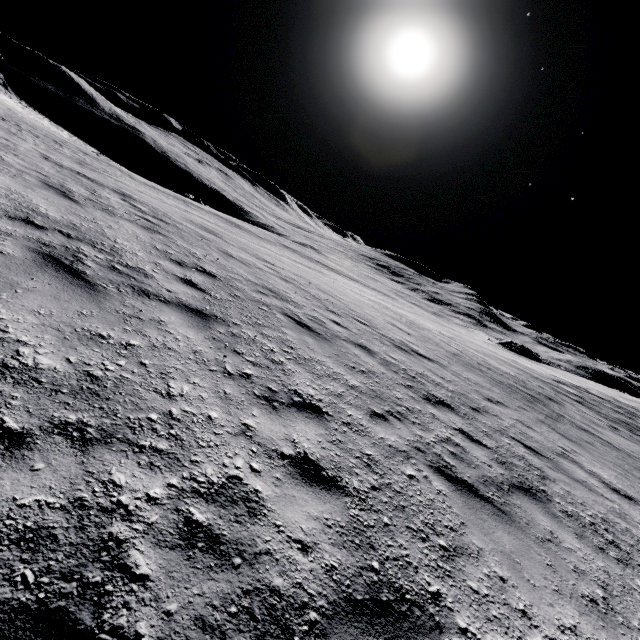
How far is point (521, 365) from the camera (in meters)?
26.45
